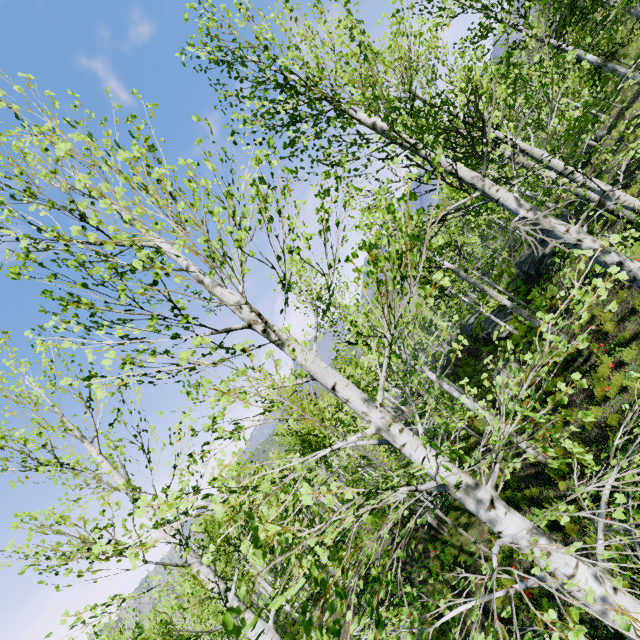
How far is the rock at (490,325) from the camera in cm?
2020

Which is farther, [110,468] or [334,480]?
[334,480]

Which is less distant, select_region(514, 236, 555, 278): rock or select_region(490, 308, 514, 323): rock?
select_region(514, 236, 555, 278): rock

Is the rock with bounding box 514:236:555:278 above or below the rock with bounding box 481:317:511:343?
above

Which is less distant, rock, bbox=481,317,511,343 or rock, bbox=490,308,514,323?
rock, bbox=481,317,511,343

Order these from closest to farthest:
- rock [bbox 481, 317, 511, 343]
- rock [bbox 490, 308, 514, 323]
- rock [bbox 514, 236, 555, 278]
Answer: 1. rock [bbox 514, 236, 555, 278]
2. rock [bbox 481, 317, 511, 343]
3. rock [bbox 490, 308, 514, 323]

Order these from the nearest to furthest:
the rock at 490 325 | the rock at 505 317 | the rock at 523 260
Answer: the rock at 523 260 → the rock at 490 325 → the rock at 505 317
